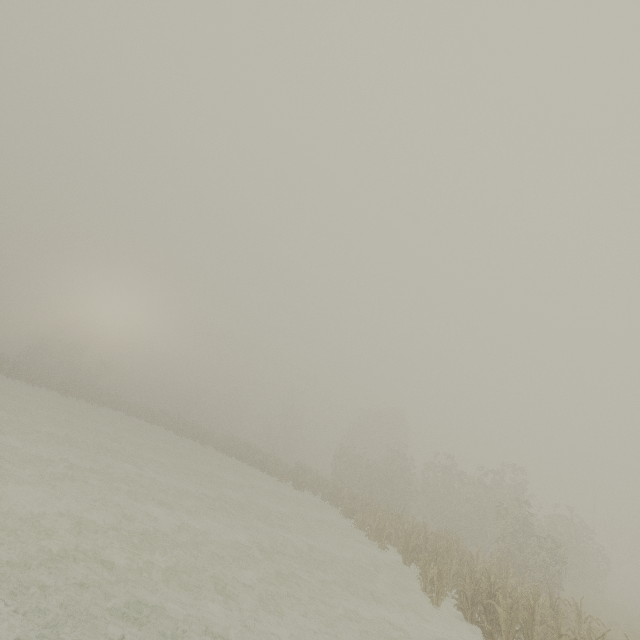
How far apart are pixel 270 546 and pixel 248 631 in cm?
642
